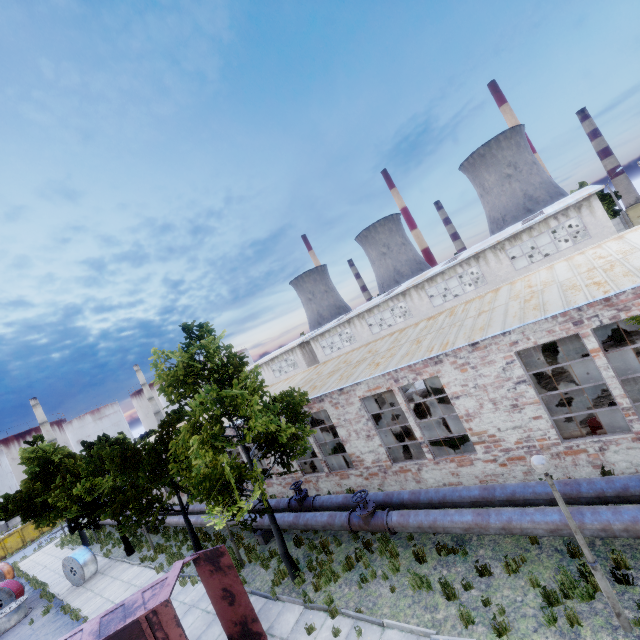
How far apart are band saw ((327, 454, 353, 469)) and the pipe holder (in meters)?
2.96

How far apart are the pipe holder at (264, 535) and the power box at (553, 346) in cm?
1775

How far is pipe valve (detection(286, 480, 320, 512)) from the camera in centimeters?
1372cm

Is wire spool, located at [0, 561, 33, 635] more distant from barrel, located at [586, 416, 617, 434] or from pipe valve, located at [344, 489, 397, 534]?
barrel, located at [586, 416, 617, 434]

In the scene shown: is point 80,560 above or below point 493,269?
below

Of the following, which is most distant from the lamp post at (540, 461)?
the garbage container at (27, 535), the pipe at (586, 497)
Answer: the garbage container at (27, 535)

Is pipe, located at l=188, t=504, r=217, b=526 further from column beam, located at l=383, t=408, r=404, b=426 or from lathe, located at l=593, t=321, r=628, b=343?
lathe, located at l=593, t=321, r=628, b=343

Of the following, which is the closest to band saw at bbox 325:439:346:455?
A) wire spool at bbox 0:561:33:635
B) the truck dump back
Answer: the truck dump back
